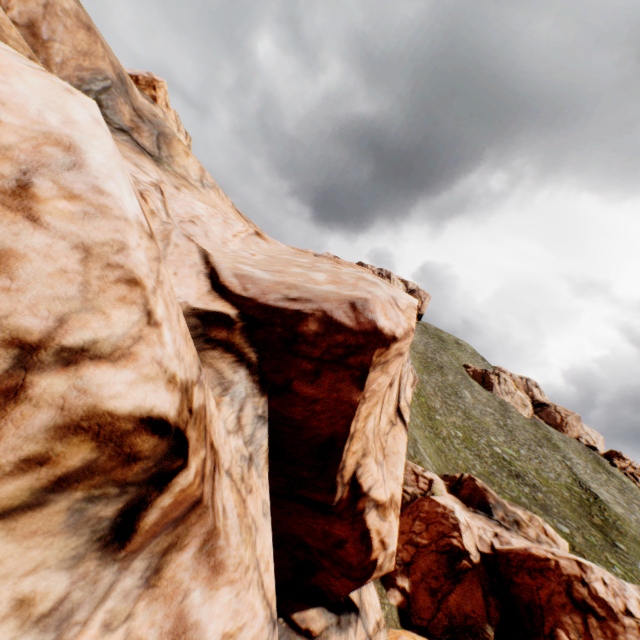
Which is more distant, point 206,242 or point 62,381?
point 206,242

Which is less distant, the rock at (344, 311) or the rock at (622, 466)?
the rock at (344, 311)

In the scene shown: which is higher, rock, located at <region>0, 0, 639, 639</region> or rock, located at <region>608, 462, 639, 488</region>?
rock, located at <region>608, 462, 639, 488</region>

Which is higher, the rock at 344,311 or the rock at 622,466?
the rock at 622,466

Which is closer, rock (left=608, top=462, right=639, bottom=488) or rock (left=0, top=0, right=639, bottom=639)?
rock (left=0, top=0, right=639, bottom=639)
